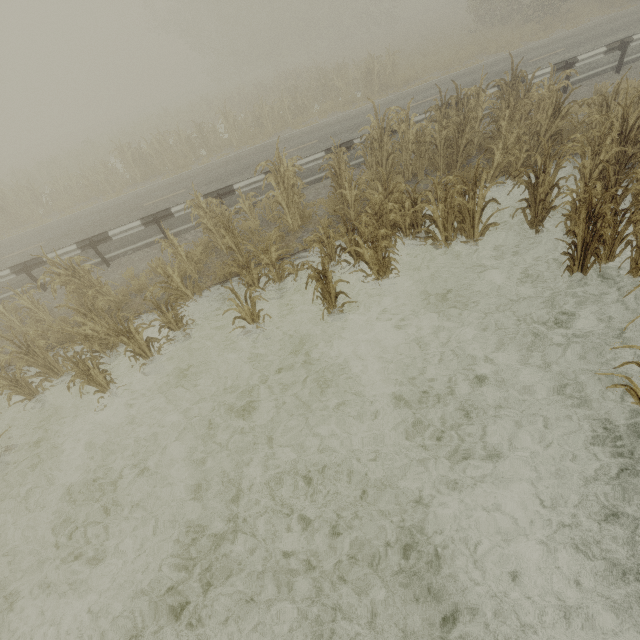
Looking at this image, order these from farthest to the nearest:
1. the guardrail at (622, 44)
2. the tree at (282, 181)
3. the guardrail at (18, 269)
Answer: the guardrail at (622, 44)
the guardrail at (18, 269)
the tree at (282, 181)

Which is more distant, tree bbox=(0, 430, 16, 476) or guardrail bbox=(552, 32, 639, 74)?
guardrail bbox=(552, 32, 639, 74)

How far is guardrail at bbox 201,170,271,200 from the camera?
9.80m

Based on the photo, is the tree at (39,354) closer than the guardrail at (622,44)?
Yes

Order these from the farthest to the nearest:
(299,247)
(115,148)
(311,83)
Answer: (311,83) → (115,148) → (299,247)

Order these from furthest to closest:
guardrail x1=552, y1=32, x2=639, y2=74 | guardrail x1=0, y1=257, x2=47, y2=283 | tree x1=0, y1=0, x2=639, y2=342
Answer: guardrail x1=552, y1=32, x2=639, y2=74, guardrail x1=0, y1=257, x2=47, y2=283, tree x1=0, y1=0, x2=639, y2=342
